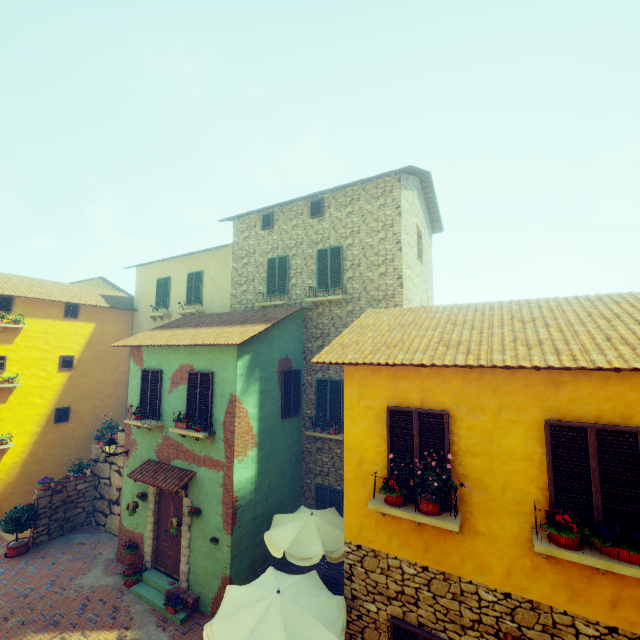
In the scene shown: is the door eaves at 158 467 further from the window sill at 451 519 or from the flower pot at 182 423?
the window sill at 451 519

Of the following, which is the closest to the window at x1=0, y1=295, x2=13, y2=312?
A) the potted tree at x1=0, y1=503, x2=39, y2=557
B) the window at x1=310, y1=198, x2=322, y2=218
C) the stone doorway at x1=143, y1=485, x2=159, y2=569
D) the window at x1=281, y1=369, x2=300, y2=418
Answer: the stone doorway at x1=143, y1=485, x2=159, y2=569

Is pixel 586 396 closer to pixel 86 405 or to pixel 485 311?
pixel 485 311

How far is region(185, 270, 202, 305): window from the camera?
15.7m

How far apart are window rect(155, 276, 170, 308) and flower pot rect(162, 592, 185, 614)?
12.0 meters

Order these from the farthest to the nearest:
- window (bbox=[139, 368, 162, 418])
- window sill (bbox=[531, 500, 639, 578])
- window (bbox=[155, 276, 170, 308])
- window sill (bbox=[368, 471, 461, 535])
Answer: window (bbox=[155, 276, 170, 308]) < window (bbox=[139, 368, 162, 418]) < window sill (bbox=[368, 471, 461, 535]) < window sill (bbox=[531, 500, 639, 578])

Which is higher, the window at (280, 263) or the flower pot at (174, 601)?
the window at (280, 263)

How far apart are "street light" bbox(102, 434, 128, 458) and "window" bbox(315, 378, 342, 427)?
6.9 meters
